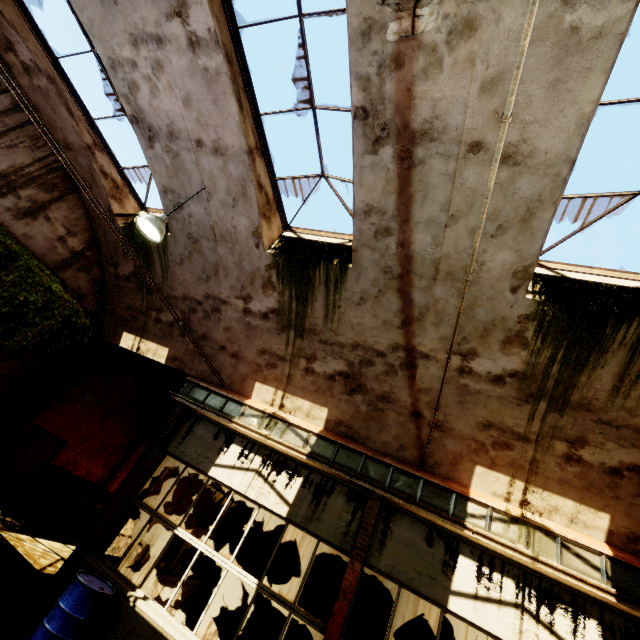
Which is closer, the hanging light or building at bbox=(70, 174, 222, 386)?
the hanging light

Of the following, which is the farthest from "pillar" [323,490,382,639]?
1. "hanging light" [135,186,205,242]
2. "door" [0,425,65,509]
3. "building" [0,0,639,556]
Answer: "door" [0,425,65,509]

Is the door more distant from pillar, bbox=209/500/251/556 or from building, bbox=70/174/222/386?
pillar, bbox=209/500/251/556

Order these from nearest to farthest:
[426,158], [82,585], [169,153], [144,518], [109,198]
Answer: [426,158]
[82,585]
[169,153]
[109,198]
[144,518]

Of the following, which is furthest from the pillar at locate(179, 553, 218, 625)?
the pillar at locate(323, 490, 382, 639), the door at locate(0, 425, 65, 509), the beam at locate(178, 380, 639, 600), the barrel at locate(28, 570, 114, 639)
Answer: the pillar at locate(323, 490, 382, 639)

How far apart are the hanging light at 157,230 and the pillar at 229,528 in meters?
8.8 m

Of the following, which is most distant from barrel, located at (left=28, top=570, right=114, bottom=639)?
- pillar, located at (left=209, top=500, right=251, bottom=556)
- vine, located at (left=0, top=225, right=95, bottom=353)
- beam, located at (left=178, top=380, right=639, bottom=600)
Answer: vine, located at (left=0, top=225, right=95, bottom=353)

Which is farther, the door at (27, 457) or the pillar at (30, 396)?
the door at (27, 457)
